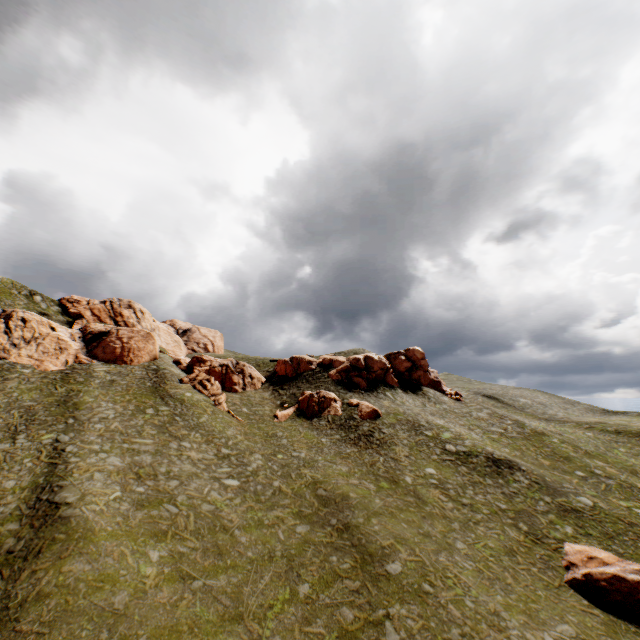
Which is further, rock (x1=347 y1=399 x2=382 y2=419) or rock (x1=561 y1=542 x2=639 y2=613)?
rock (x1=347 y1=399 x2=382 y2=419)

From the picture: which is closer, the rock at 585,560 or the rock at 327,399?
the rock at 585,560

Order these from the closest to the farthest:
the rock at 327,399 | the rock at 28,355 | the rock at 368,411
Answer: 1. the rock at 28,355
2. the rock at 368,411
3. the rock at 327,399

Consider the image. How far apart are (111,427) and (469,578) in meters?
32.8

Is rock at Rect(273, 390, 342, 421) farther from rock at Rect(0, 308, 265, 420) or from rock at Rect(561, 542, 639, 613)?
rock at Rect(561, 542, 639, 613)

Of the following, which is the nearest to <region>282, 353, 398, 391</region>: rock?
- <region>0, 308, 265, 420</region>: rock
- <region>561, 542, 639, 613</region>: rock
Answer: <region>0, 308, 265, 420</region>: rock
